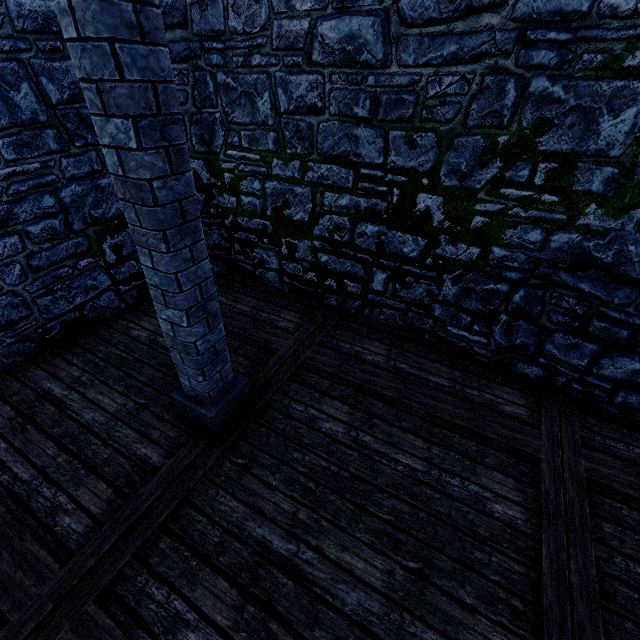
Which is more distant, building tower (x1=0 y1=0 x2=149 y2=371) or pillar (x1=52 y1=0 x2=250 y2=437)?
building tower (x1=0 y1=0 x2=149 y2=371)

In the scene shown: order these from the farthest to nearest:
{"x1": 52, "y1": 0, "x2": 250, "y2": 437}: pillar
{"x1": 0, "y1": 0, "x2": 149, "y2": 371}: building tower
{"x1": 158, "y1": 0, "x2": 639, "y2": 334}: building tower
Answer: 1. {"x1": 0, "y1": 0, "x2": 149, "y2": 371}: building tower
2. {"x1": 158, "y1": 0, "x2": 639, "y2": 334}: building tower
3. {"x1": 52, "y1": 0, "x2": 250, "y2": 437}: pillar

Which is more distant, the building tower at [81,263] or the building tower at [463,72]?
the building tower at [81,263]

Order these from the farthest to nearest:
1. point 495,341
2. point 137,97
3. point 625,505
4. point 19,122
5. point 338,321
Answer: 1. point 338,321
2. point 495,341
3. point 19,122
4. point 625,505
5. point 137,97

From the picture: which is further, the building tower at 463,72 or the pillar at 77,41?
the building tower at 463,72

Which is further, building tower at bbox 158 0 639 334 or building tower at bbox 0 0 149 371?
building tower at bbox 0 0 149 371
